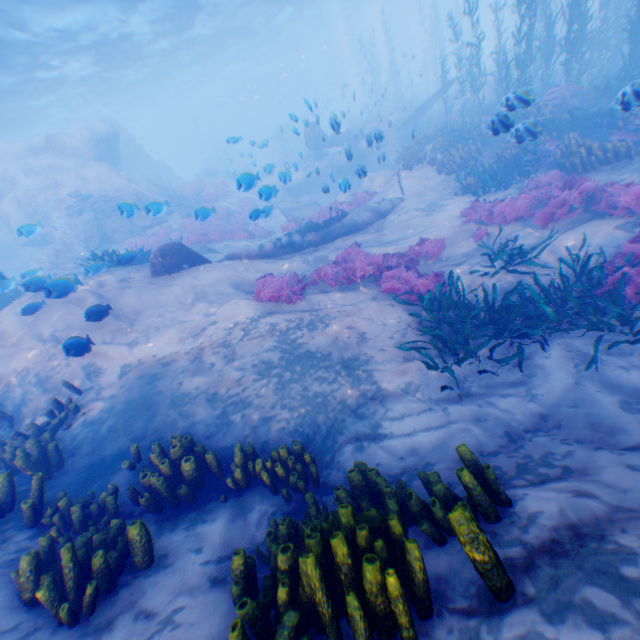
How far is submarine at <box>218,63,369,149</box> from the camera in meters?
46.4

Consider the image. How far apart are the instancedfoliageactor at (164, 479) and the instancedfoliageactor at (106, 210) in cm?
1842

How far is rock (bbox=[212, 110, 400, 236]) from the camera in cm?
1066

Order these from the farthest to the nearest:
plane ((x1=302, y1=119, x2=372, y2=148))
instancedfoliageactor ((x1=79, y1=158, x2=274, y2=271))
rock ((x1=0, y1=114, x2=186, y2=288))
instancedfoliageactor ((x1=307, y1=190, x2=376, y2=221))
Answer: rock ((x1=0, y1=114, x2=186, y2=288)) → plane ((x1=302, y1=119, x2=372, y2=148)) → instancedfoliageactor ((x1=307, y1=190, x2=376, y2=221)) → instancedfoliageactor ((x1=79, y1=158, x2=274, y2=271))

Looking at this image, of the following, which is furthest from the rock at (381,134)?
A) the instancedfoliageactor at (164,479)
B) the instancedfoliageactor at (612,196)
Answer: the instancedfoliageactor at (164,479)

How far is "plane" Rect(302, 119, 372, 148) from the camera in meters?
16.9 m

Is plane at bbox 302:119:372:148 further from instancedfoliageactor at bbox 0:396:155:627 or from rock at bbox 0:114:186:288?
instancedfoliageactor at bbox 0:396:155:627

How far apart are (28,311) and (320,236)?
9.30m
